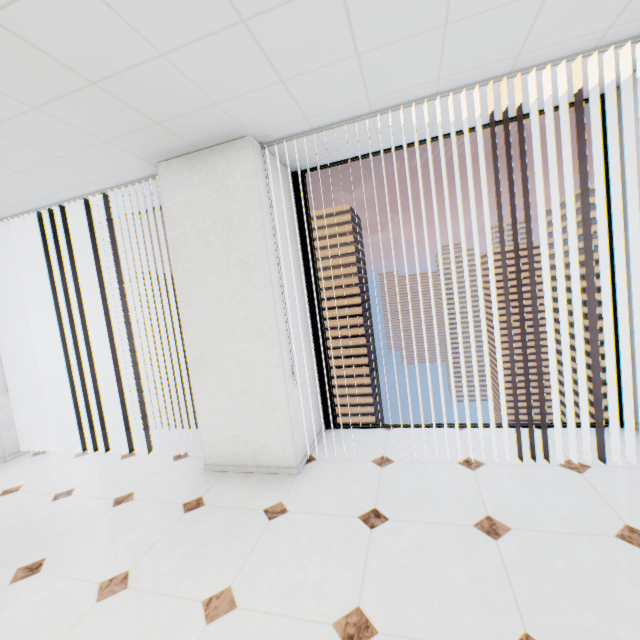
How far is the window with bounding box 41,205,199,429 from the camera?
4.5m

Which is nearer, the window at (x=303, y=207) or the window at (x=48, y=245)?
the window at (x=303, y=207)

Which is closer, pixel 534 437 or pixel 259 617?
pixel 259 617

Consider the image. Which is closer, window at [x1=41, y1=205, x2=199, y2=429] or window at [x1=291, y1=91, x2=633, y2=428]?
window at [x1=291, y1=91, x2=633, y2=428]

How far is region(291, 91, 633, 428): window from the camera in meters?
2.8 m

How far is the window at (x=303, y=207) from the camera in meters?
2.8 m
